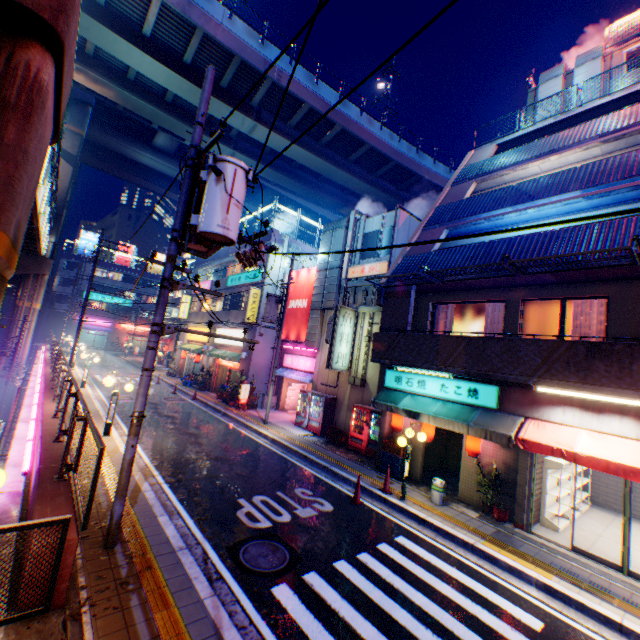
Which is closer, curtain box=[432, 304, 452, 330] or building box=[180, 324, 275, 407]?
curtain box=[432, 304, 452, 330]

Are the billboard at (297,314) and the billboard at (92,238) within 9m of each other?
no

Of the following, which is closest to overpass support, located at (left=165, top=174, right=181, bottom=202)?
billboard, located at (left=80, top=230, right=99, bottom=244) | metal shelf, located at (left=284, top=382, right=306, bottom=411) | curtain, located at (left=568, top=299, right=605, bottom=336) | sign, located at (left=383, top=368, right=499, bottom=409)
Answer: sign, located at (left=383, top=368, right=499, bottom=409)

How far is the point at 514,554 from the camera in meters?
7.9 m

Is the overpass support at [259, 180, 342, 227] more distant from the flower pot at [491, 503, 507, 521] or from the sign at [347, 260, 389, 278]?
the sign at [347, 260, 389, 278]

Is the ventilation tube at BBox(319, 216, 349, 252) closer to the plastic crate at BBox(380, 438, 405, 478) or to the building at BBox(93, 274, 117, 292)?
the plastic crate at BBox(380, 438, 405, 478)

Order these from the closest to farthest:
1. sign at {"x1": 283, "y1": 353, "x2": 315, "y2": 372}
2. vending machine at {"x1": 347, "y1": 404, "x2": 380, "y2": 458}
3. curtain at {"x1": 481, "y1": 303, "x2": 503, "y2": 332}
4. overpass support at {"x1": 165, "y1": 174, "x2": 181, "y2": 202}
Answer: curtain at {"x1": 481, "y1": 303, "x2": 503, "y2": 332} → vending machine at {"x1": 347, "y1": 404, "x2": 380, "y2": 458} → sign at {"x1": 283, "y1": 353, "x2": 315, "y2": 372} → overpass support at {"x1": 165, "y1": 174, "x2": 181, "y2": 202}

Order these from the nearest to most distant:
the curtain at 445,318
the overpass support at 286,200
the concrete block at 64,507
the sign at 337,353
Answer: the concrete block at 64,507
the curtain at 445,318
the sign at 337,353
the overpass support at 286,200
